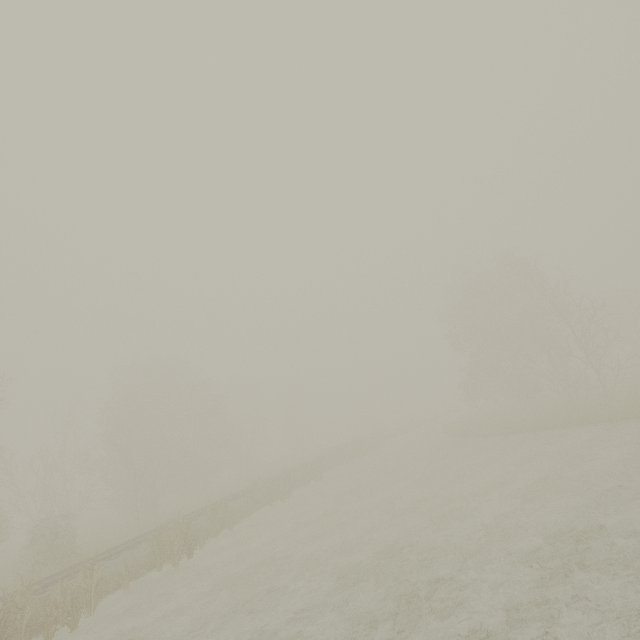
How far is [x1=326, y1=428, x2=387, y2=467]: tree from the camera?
33.1 meters

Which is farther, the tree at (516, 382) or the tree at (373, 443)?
the tree at (373, 443)

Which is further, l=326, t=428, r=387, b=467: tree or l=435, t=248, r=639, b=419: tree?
l=326, t=428, r=387, b=467: tree

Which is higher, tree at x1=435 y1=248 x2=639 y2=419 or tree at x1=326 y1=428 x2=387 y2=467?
tree at x1=435 y1=248 x2=639 y2=419

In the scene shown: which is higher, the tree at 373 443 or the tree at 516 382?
the tree at 516 382

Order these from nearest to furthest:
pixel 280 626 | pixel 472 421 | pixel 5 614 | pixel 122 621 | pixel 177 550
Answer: pixel 280 626 → pixel 5 614 → pixel 122 621 → pixel 177 550 → pixel 472 421
